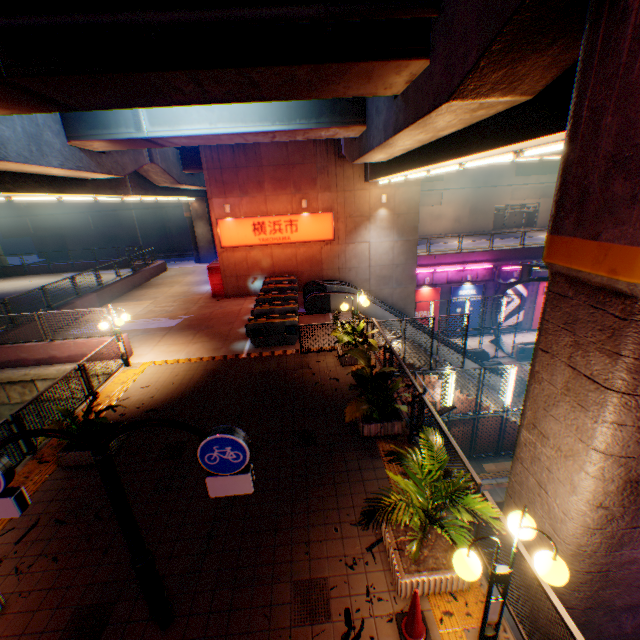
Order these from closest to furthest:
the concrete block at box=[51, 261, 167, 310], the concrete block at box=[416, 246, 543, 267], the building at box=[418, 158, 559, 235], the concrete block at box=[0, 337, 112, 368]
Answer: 1. the concrete block at box=[0, 337, 112, 368]
2. the concrete block at box=[51, 261, 167, 310]
3. the concrete block at box=[416, 246, 543, 267]
4. the building at box=[418, 158, 559, 235]

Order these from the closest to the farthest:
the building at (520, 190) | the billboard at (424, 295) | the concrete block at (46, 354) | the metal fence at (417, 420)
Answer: the metal fence at (417, 420)
the concrete block at (46, 354)
the billboard at (424, 295)
the building at (520, 190)

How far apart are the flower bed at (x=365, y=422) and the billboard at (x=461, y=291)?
19.3 meters

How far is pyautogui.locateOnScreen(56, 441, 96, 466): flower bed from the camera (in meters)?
7.30

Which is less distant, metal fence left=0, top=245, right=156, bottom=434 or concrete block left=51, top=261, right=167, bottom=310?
metal fence left=0, top=245, right=156, bottom=434

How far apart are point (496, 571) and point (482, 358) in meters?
21.2

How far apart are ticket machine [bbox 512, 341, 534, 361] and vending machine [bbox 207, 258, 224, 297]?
20.2m

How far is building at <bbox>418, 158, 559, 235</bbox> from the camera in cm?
4222
